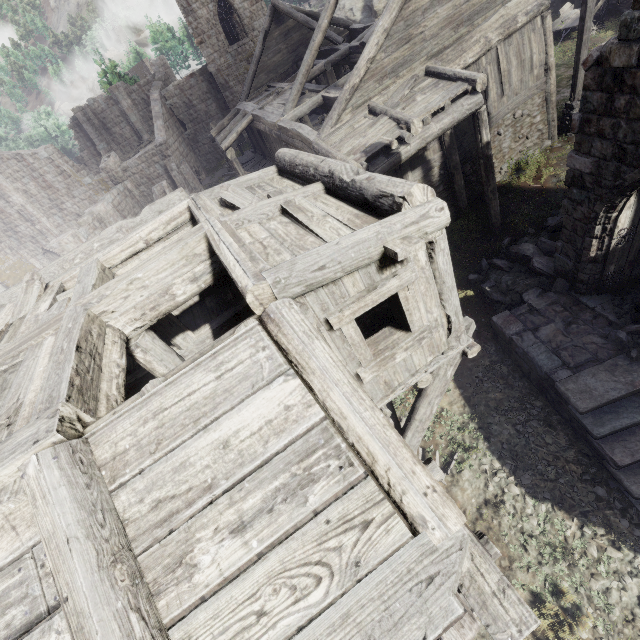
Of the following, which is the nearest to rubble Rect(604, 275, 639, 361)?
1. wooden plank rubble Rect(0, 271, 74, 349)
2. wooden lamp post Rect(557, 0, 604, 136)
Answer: wooden lamp post Rect(557, 0, 604, 136)

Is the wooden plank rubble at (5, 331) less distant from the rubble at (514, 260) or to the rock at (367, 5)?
the rubble at (514, 260)

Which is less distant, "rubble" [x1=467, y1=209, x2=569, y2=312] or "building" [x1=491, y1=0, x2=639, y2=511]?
"building" [x1=491, y1=0, x2=639, y2=511]

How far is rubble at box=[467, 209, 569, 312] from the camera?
10.1 meters

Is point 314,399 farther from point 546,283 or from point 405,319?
point 546,283

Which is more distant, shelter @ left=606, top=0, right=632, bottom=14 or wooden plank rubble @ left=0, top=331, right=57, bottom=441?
shelter @ left=606, top=0, right=632, bottom=14

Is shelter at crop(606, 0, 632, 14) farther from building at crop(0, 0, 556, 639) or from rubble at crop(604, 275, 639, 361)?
rubble at crop(604, 275, 639, 361)

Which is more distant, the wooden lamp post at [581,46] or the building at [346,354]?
the wooden lamp post at [581,46]
